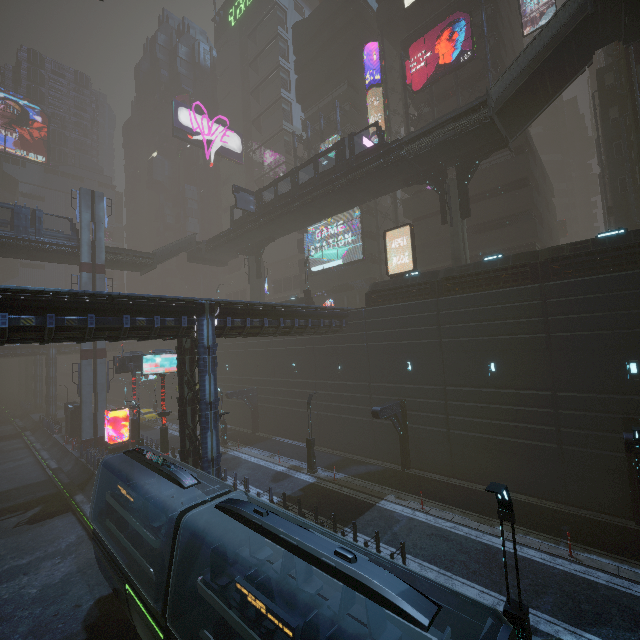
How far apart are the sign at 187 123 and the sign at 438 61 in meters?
38.1 m

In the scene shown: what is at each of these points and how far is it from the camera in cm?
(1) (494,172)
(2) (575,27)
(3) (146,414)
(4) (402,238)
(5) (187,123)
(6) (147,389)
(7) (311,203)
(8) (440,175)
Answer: (1) building, 2925
(2) stairs, 1791
(3) car, 4044
(4) building, 4562
(5) sign, 5609
(6) building, 5491
(7) bridge, 3184
(8) building structure, 2541

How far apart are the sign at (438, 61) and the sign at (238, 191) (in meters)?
19.29

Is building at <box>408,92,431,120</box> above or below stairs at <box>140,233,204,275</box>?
above

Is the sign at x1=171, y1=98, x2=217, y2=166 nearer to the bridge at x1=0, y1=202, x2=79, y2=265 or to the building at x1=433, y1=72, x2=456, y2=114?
the building at x1=433, y1=72, x2=456, y2=114

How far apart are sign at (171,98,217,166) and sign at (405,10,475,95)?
38.1 meters

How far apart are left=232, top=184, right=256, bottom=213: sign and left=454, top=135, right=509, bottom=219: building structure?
21.0 meters

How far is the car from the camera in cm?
3950
